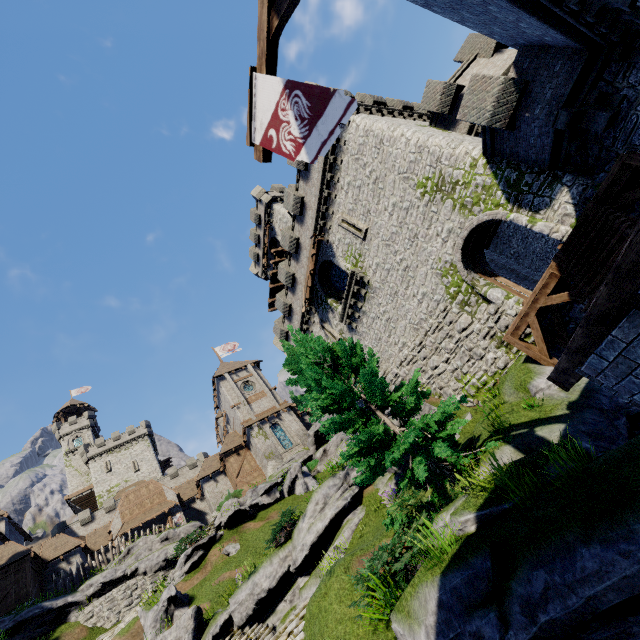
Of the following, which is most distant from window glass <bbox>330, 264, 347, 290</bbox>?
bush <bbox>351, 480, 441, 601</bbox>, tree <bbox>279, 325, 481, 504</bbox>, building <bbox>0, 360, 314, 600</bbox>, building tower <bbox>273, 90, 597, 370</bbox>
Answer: building <bbox>0, 360, 314, 600</bbox>

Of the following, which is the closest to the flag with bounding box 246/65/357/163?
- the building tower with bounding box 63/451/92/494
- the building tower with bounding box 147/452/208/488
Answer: the building tower with bounding box 147/452/208/488

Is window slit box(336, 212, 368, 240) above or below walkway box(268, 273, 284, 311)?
below

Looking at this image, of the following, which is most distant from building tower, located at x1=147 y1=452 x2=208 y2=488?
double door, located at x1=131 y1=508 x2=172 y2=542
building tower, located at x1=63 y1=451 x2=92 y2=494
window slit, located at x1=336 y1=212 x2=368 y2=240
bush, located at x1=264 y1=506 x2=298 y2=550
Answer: window slit, located at x1=336 y1=212 x2=368 y2=240

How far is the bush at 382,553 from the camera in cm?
689

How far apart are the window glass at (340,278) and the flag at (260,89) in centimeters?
1606cm

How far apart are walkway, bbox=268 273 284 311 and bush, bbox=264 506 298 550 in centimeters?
2584cm

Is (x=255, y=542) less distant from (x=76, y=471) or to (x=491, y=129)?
(x=491, y=129)
